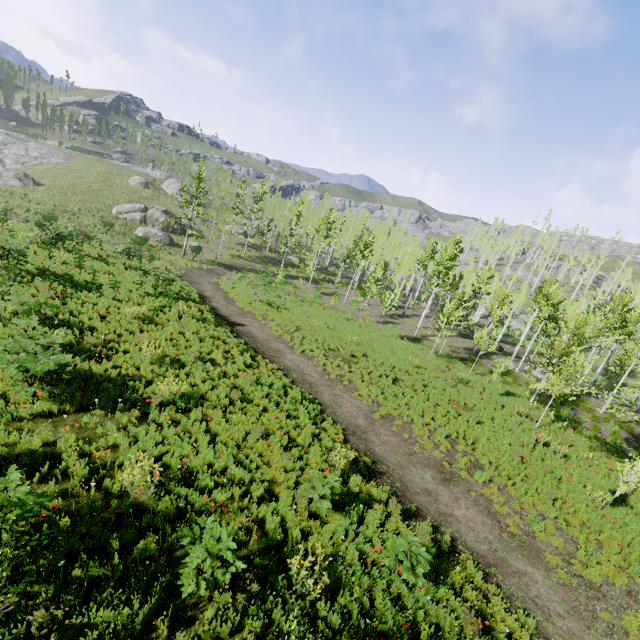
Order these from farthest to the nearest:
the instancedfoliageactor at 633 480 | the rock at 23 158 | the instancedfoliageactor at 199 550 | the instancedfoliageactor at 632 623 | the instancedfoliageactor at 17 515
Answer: the rock at 23 158, the instancedfoliageactor at 633 480, the instancedfoliageactor at 632 623, the instancedfoliageactor at 199 550, the instancedfoliageactor at 17 515

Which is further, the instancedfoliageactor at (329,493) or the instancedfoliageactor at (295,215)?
the instancedfoliageactor at (295,215)

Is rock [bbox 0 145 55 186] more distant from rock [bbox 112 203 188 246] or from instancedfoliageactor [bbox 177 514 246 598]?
rock [bbox 112 203 188 246]

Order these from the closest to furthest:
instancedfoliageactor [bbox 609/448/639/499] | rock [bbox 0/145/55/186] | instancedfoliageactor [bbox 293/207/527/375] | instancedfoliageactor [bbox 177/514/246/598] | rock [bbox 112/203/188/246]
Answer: instancedfoliageactor [bbox 177/514/246/598] < instancedfoliageactor [bbox 609/448/639/499] < instancedfoliageactor [bbox 293/207/527/375] < rock [bbox 112/203/188/246] < rock [bbox 0/145/55/186]

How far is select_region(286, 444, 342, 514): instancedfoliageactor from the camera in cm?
710

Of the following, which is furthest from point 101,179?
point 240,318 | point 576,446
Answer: point 576,446

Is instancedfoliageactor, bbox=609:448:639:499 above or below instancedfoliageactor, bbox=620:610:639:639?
above
